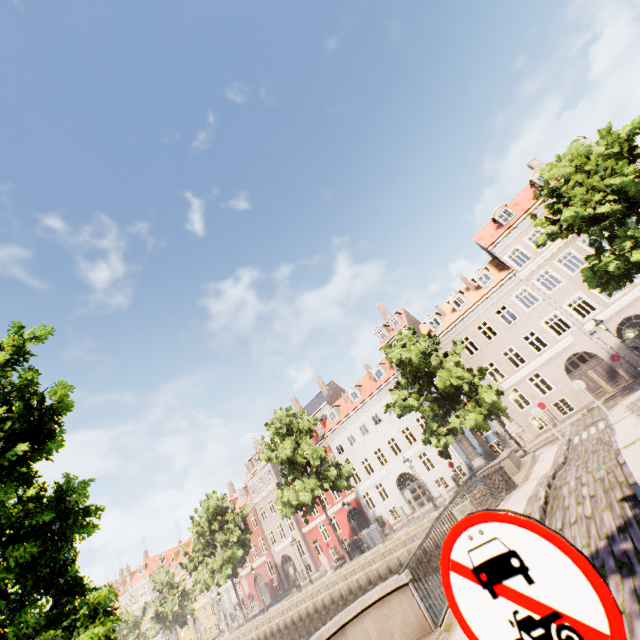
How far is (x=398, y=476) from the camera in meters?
31.6

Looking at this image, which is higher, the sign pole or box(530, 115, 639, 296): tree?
box(530, 115, 639, 296): tree

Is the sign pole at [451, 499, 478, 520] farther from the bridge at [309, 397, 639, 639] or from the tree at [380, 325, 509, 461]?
the tree at [380, 325, 509, 461]

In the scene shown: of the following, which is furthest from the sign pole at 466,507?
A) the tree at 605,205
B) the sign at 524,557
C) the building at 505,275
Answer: the building at 505,275

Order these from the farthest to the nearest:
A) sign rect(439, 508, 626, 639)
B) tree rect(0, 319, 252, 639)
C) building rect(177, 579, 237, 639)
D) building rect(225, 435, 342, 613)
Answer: building rect(177, 579, 237, 639)
building rect(225, 435, 342, 613)
tree rect(0, 319, 252, 639)
sign rect(439, 508, 626, 639)

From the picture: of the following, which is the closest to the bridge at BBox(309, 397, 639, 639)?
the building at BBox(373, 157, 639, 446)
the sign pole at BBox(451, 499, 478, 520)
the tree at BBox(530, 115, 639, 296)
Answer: the sign pole at BBox(451, 499, 478, 520)

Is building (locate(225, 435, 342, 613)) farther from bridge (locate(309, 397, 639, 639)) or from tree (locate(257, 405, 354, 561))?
bridge (locate(309, 397, 639, 639))

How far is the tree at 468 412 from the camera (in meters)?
18.88
